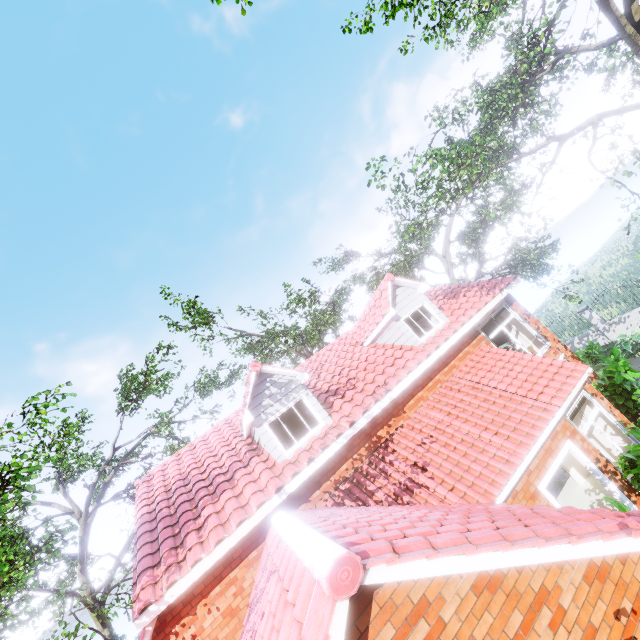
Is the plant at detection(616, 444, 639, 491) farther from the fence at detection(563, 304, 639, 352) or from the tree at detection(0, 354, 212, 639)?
the tree at detection(0, 354, 212, 639)

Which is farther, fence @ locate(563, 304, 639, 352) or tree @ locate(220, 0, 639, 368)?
fence @ locate(563, 304, 639, 352)

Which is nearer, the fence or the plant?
the plant

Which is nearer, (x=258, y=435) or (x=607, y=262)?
(x=258, y=435)

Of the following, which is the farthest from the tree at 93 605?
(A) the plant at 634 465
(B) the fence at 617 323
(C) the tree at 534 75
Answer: (B) the fence at 617 323

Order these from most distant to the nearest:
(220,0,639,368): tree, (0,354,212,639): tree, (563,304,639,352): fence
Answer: (563,304,639,352): fence
(220,0,639,368): tree
(0,354,212,639): tree

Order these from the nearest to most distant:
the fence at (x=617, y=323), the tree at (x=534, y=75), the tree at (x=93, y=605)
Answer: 1. the tree at (x=93, y=605)
2. the tree at (x=534, y=75)
3. the fence at (x=617, y=323)

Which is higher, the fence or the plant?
the plant
